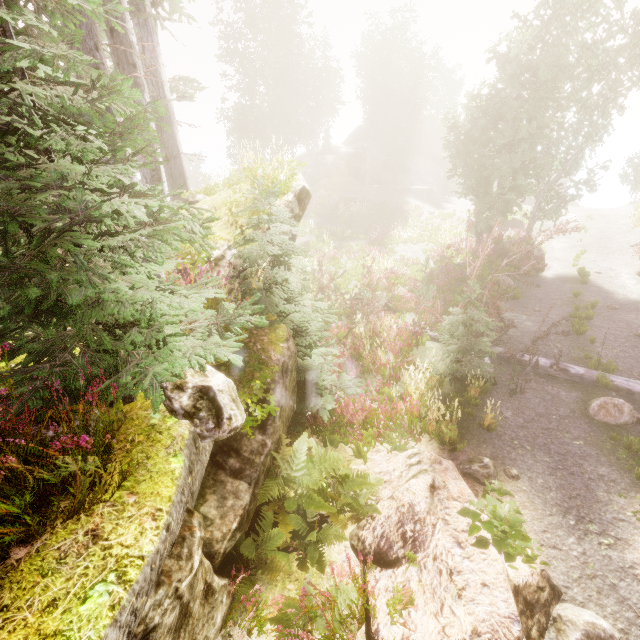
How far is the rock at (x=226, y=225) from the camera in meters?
6.3 m

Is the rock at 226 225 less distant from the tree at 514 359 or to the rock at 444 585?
the rock at 444 585

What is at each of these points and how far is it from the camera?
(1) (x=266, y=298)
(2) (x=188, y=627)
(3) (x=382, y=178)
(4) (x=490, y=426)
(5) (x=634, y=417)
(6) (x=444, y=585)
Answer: (1) instancedfoliageactor, 5.6m
(2) rock, 2.9m
(3) rock, 44.3m
(4) instancedfoliageactor, 6.7m
(5) instancedfoliageactor, 6.9m
(6) rock, 4.3m

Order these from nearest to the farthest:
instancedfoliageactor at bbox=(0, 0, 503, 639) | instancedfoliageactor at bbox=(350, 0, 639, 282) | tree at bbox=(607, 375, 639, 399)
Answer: instancedfoliageactor at bbox=(0, 0, 503, 639) → tree at bbox=(607, 375, 639, 399) → instancedfoliageactor at bbox=(350, 0, 639, 282)

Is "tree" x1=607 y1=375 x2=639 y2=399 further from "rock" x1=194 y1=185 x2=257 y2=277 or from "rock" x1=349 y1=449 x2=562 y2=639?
"rock" x1=349 y1=449 x2=562 y2=639

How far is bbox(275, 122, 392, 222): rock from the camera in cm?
831

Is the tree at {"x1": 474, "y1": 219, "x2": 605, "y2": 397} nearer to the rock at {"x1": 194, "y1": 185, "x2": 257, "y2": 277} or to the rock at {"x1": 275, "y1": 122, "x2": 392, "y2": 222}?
the rock at {"x1": 194, "y1": 185, "x2": 257, "y2": 277}

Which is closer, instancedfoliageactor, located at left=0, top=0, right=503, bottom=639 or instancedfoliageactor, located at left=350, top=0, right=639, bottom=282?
instancedfoliageactor, located at left=0, top=0, right=503, bottom=639
